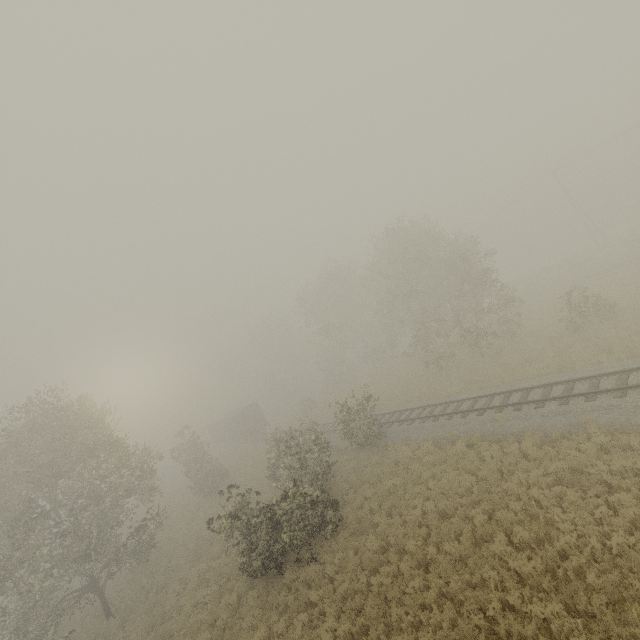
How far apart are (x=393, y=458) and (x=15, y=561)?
19.2m

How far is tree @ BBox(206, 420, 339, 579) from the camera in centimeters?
1455cm

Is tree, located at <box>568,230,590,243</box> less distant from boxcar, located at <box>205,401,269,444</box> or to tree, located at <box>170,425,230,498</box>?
boxcar, located at <box>205,401,269,444</box>

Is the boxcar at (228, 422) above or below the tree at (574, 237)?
above

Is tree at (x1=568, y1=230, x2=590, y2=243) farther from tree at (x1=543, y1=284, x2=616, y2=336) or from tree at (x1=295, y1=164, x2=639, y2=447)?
tree at (x1=543, y1=284, x2=616, y2=336)

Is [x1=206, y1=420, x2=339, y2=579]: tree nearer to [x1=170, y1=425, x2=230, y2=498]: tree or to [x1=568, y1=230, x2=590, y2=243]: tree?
[x1=170, y1=425, x2=230, y2=498]: tree

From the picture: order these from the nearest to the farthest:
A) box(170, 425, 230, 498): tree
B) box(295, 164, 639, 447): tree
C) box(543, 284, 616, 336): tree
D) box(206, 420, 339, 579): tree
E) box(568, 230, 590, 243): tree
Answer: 1. box(206, 420, 339, 579): tree
2. box(543, 284, 616, 336): tree
3. box(295, 164, 639, 447): tree
4. box(170, 425, 230, 498): tree
5. box(568, 230, 590, 243): tree

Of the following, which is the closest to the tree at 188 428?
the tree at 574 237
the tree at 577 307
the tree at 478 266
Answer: the tree at 577 307
